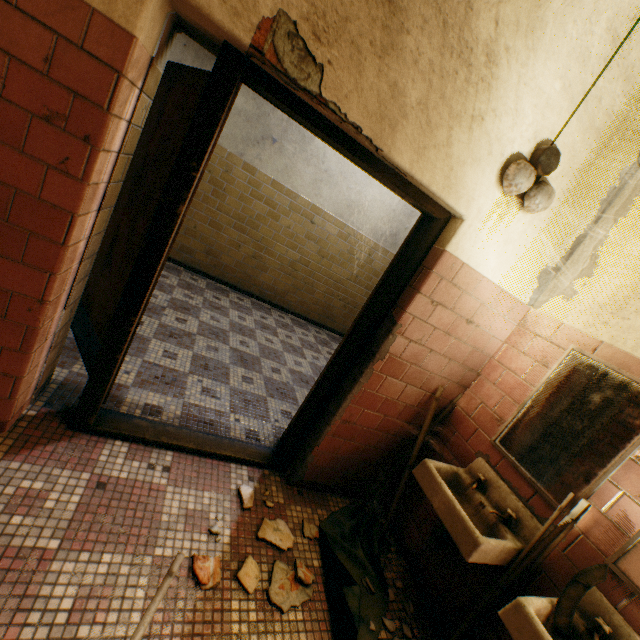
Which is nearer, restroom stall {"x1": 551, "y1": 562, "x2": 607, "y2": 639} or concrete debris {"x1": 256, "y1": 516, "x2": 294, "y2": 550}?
restroom stall {"x1": 551, "y1": 562, "x2": 607, "y2": 639}

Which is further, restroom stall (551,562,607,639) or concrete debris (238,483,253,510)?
concrete debris (238,483,253,510)

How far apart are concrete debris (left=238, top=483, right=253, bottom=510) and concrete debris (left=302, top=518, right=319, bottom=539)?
0.40m

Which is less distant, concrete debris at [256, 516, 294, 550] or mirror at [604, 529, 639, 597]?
mirror at [604, 529, 639, 597]

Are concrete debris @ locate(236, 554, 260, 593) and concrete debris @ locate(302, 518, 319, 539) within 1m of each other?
yes

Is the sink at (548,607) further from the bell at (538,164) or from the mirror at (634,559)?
the bell at (538,164)

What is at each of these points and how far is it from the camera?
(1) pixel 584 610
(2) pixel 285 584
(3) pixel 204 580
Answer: (1) sink, 1.46m
(2) concrete debris, 1.75m
(3) concrete debris, 1.56m

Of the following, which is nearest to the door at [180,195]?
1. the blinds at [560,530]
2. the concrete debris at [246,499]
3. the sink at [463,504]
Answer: the concrete debris at [246,499]
